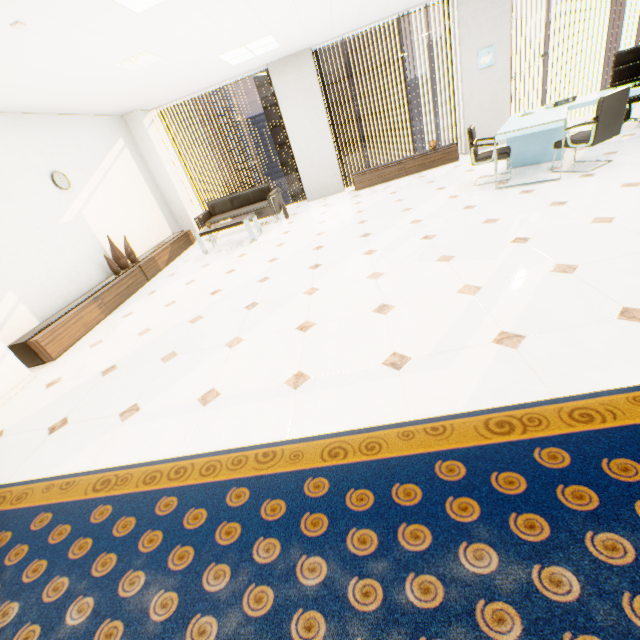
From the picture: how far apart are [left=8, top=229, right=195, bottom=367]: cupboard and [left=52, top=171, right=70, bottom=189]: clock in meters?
1.5 m

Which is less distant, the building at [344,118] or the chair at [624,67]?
the chair at [624,67]

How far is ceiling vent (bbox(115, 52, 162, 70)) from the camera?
4.3m

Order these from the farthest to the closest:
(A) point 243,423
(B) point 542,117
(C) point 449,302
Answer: (B) point 542,117 < (C) point 449,302 < (A) point 243,423

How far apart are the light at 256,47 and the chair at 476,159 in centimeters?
356cm

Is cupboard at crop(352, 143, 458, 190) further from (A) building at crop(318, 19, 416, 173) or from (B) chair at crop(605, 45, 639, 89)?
(A) building at crop(318, 19, 416, 173)

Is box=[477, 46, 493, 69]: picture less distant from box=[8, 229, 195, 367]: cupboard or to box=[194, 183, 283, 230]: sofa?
box=[194, 183, 283, 230]: sofa

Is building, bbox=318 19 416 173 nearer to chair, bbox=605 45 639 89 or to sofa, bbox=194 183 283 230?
sofa, bbox=194 183 283 230
